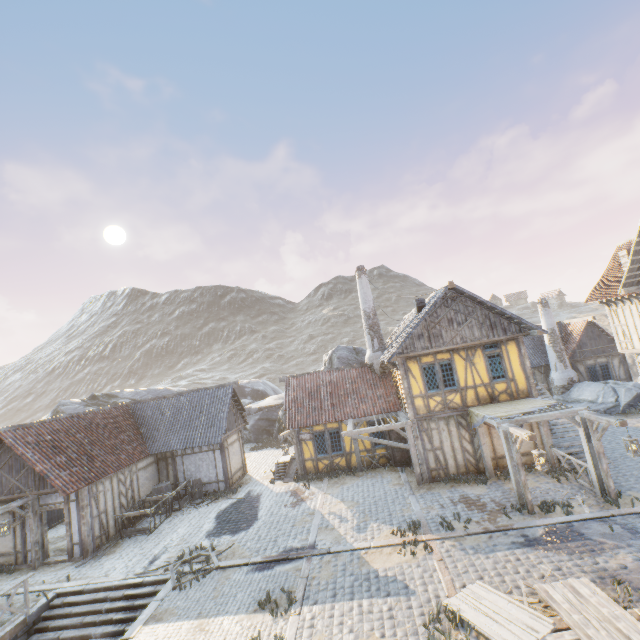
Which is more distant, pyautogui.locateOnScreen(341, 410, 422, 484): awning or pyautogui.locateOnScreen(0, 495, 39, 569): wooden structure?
pyautogui.locateOnScreen(341, 410, 422, 484): awning

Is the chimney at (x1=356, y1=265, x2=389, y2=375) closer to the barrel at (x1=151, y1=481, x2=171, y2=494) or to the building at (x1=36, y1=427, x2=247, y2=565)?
the building at (x1=36, y1=427, x2=247, y2=565)

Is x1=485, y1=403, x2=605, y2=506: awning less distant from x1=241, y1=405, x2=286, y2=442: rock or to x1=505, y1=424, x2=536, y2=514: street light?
x1=505, y1=424, x2=536, y2=514: street light

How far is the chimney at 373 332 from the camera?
20.1m

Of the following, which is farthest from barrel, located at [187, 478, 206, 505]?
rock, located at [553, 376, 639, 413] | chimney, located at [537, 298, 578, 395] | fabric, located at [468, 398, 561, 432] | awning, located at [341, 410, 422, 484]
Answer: chimney, located at [537, 298, 578, 395]

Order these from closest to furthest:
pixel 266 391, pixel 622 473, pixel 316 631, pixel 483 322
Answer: pixel 316 631 → pixel 622 473 → pixel 483 322 → pixel 266 391

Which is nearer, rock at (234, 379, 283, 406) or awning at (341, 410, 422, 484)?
awning at (341, 410, 422, 484)

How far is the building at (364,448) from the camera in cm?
1812
